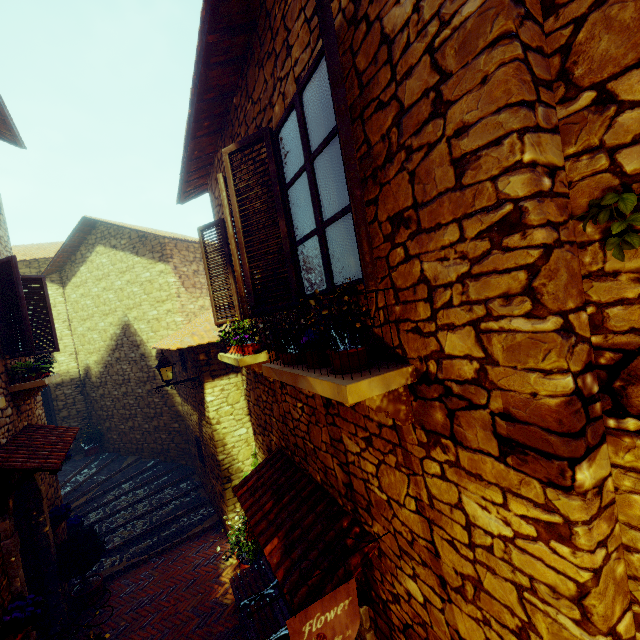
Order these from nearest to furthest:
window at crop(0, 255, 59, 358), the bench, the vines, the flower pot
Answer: the vines → the flower pot → the bench → window at crop(0, 255, 59, 358)

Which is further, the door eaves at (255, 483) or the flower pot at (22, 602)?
the flower pot at (22, 602)

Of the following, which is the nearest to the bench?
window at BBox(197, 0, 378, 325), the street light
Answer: the street light

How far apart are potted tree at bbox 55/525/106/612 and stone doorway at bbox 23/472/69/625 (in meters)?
0.06

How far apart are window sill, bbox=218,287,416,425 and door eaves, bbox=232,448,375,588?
1.13m

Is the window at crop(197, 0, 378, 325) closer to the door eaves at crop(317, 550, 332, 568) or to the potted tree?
the door eaves at crop(317, 550, 332, 568)

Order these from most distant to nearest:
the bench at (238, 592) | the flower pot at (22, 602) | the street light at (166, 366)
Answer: the street light at (166, 366) < the bench at (238, 592) < the flower pot at (22, 602)

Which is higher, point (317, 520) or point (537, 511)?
point (537, 511)
